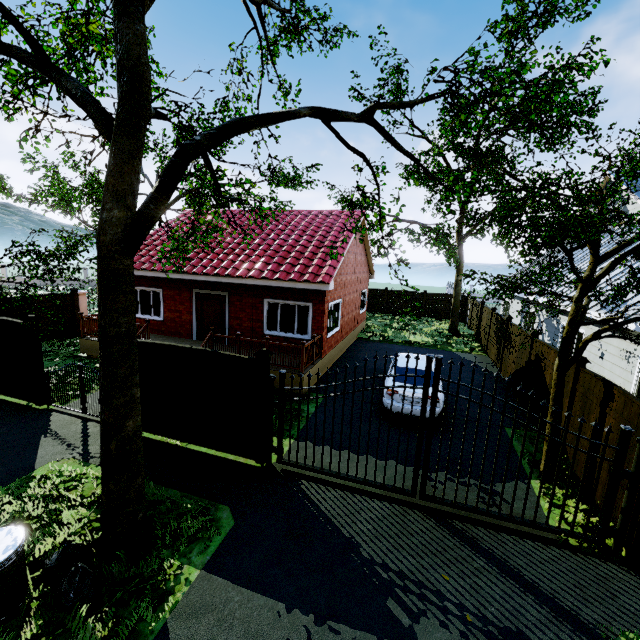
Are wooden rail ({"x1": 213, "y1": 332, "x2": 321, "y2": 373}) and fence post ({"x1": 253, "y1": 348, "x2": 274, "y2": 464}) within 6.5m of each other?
yes

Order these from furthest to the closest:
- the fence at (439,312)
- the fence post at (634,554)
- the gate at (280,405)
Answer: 1. the fence at (439,312)
2. the gate at (280,405)
3. the fence post at (634,554)

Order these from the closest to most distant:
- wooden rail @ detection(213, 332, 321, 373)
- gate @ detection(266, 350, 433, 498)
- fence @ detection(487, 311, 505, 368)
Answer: gate @ detection(266, 350, 433, 498) → wooden rail @ detection(213, 332, 321, 373) → fence @ detection(487, 311, 505, 368)

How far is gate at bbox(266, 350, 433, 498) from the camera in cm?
598

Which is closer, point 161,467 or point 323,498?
point 323,498

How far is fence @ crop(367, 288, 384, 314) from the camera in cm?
2855

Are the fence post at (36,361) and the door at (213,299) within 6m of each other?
yes

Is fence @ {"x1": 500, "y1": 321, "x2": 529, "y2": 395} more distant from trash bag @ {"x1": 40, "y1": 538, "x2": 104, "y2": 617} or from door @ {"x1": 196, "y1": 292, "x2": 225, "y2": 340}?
door @ {"x1": 196, "y1": 292, "x2": 225, "y2": 340}
